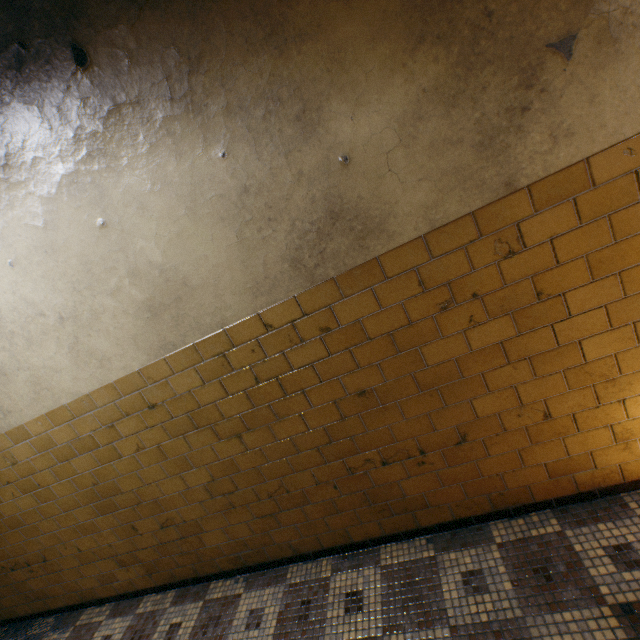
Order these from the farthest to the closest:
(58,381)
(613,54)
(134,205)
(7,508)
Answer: (7,508) → (58,381) → (134,205) → (613,54)
